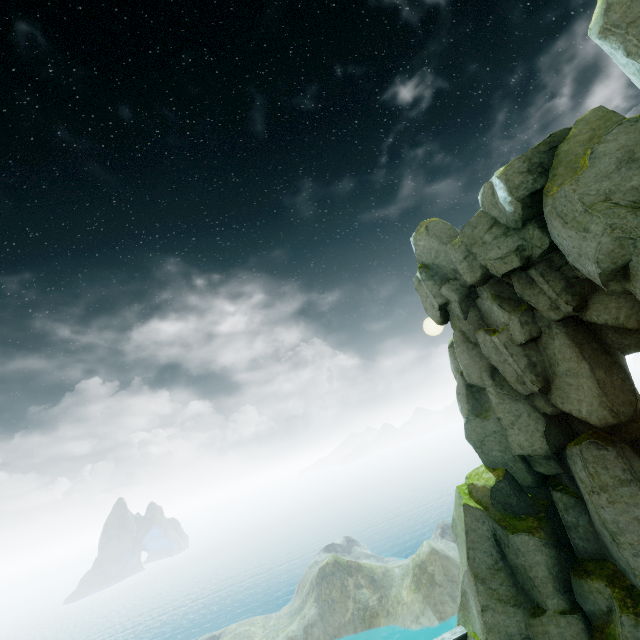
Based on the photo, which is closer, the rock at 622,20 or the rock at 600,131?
the rock at 622,20

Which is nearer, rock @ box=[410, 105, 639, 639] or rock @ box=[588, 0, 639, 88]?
rock @ box=[588, 0, 639, 88]

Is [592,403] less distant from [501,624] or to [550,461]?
[550,461]
